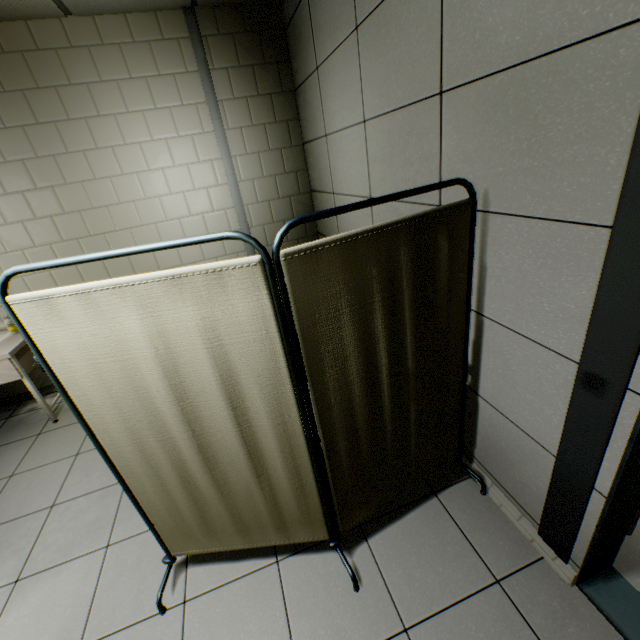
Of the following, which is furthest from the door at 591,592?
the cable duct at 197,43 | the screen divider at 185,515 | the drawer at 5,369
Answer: the drawer at 5,369

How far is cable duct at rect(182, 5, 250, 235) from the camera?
2.9 meters

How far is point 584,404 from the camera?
1.2 meters

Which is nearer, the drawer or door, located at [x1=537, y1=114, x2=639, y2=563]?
door, located at [x1=537, y1=114, x2=639, y2=563]

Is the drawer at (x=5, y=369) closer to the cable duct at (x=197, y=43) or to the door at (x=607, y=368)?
the cable duct at (x=197, y=43)

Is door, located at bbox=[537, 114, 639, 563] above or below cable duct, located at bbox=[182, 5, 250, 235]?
below

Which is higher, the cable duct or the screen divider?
the cable duct
